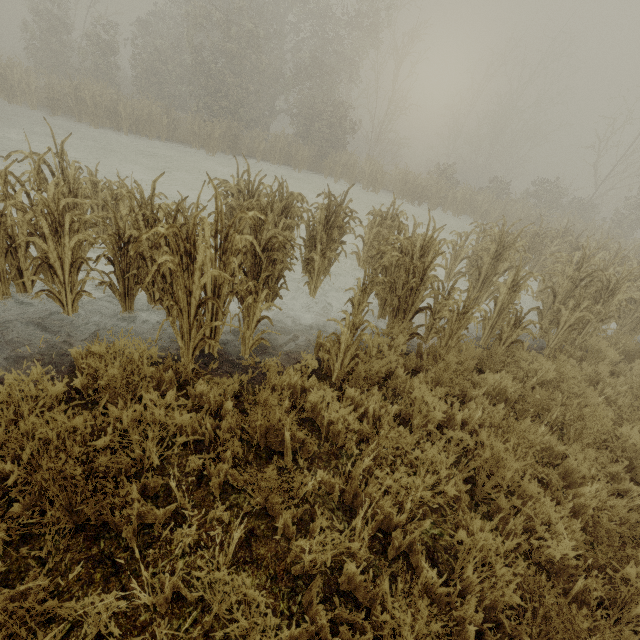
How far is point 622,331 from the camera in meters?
7.6
